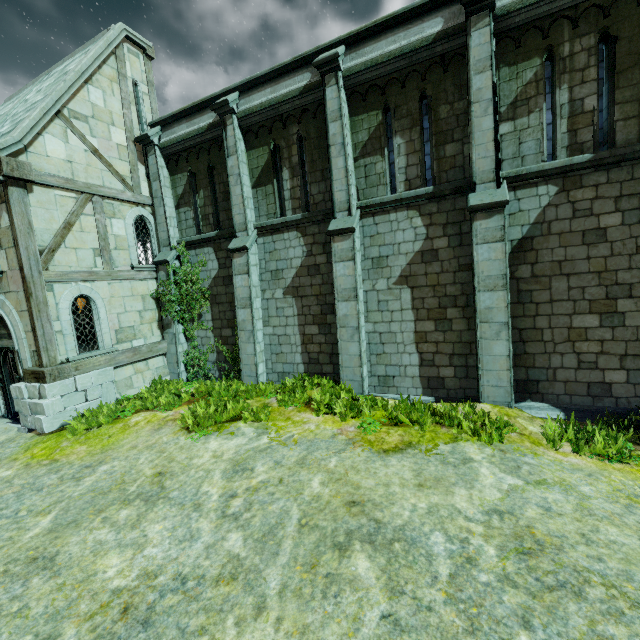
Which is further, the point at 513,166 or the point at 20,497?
the point at 513,166
